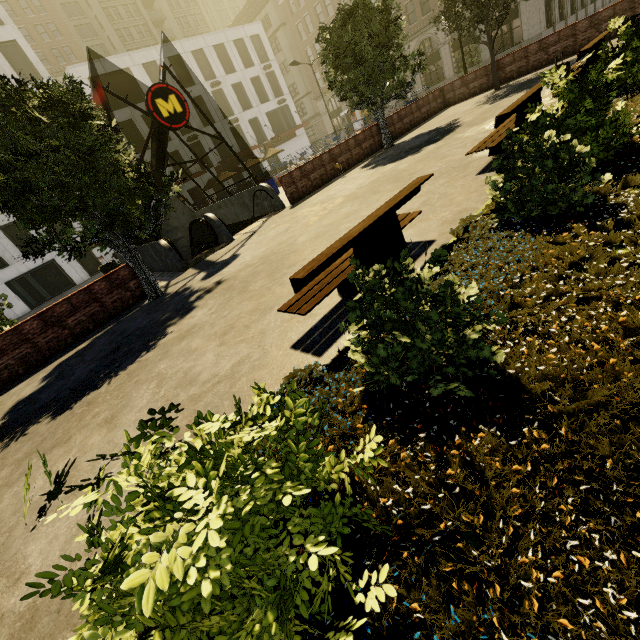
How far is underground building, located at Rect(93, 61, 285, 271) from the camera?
10.77m

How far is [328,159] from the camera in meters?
15.1 m

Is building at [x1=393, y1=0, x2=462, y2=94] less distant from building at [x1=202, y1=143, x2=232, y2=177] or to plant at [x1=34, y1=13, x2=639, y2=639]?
building at [x1=202, y1=143, x2=232, y2=177]

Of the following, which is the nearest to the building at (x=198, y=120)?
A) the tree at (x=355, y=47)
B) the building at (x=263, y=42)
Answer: the building at (x=263, y=42)

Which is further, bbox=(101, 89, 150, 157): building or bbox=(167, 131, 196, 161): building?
bbox=(167, 131, 196, 161): building

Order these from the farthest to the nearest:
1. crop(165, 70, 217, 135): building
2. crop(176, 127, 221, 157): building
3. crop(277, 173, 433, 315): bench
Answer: crop(176, 127, 221, 157): building
crop(165, 70, 217, 135): building
crop(277, 173, 433, 315): bench

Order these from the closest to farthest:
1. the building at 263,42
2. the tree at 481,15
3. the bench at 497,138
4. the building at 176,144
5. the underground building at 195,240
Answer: the bench at 497,138
the underground building at 195,240
the tree at 481,15
the building at 263,42
the building at 176,144

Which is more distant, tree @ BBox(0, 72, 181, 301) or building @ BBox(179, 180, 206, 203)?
building @ BBox(179, 180, 206, 203)
